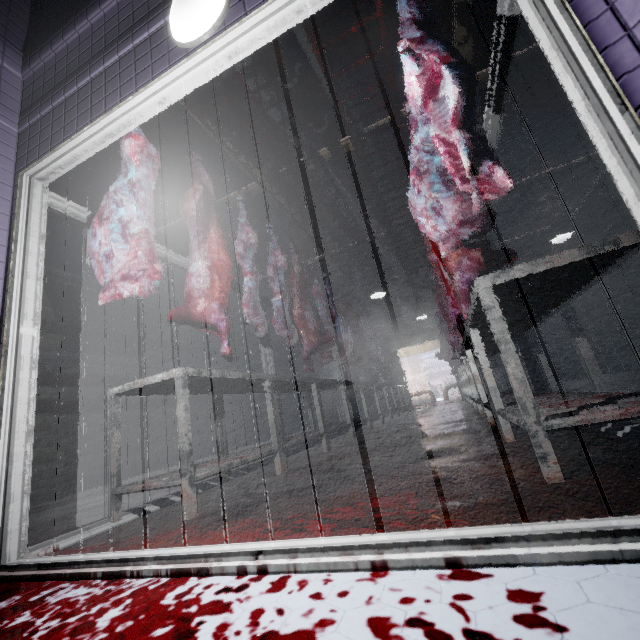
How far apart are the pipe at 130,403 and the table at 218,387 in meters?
3.0 m

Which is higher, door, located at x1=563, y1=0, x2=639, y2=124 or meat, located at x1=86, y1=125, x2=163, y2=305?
meat, located at x1=86, y1=125, x2=163, y2=305

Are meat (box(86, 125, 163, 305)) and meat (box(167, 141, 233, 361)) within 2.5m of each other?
yes

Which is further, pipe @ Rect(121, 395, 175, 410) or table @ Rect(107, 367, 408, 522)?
pipe @ Rect(121, 395, 175, 410)

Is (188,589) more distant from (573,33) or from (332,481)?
(573,33)

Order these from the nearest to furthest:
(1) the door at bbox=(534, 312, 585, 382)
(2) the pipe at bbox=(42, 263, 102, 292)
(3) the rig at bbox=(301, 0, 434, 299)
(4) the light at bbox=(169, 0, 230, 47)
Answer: (4) the light at bbox=(169, 0, 230, 47)
(3) the rig at bbox=(301, 0, 434, 299)
(2) the pipe at bbox=(42, 263, 102, 292)
(1) the door at bbox=(534, 312, 585, 382)

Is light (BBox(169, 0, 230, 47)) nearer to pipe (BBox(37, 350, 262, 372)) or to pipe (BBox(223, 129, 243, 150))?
pipe (BBox(223, 129, 243, 150))

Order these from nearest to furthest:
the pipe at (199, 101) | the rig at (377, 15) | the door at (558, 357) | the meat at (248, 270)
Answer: the rig at (377, 15)
the meat at (248, 270)
the pipe at (199, 101)
the door at (558, 357)
